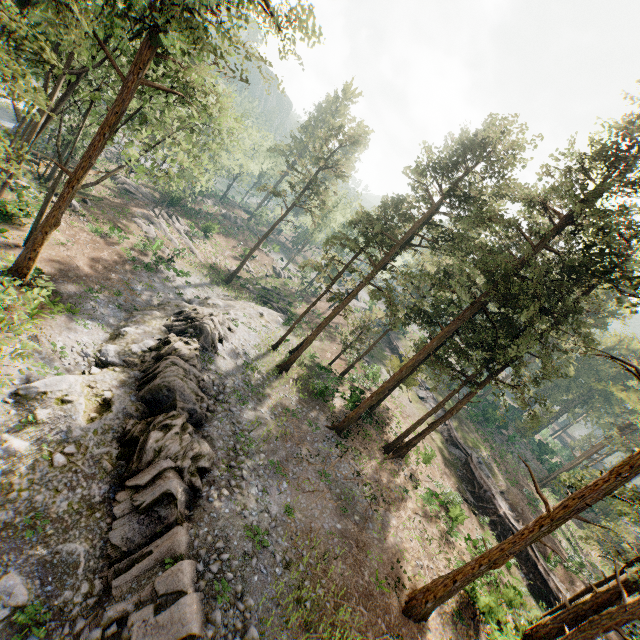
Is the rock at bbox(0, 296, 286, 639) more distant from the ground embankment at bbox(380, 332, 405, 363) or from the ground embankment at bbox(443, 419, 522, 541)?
the ground embankment at bbox(380, 332, 405, 363)

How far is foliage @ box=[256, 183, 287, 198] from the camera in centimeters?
3991cm

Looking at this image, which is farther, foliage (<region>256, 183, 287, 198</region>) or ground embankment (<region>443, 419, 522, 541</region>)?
foliage (<region>256, 183, 287, 198</region>)

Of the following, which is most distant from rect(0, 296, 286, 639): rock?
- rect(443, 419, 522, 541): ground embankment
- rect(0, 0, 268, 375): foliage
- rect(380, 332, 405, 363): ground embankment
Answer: rect(380, 332, 405, 363): ground embankment

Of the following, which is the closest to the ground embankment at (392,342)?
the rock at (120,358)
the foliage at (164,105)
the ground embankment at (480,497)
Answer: the ground embankment at (480,497)

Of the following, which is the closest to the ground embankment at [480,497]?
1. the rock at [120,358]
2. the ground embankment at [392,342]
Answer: the ground embankment at [392,342]

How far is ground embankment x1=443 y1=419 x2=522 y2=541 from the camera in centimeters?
2747cm

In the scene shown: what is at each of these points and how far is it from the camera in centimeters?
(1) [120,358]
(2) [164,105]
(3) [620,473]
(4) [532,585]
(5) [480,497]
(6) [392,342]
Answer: (1) rock, 2098cm
(2) foliage, 2006cm
(3) foliage, 1398cm
(4) ground embankment, 2473cm
(5) ground embankment, 3006cm
(6) ground embankment, 5428cm
